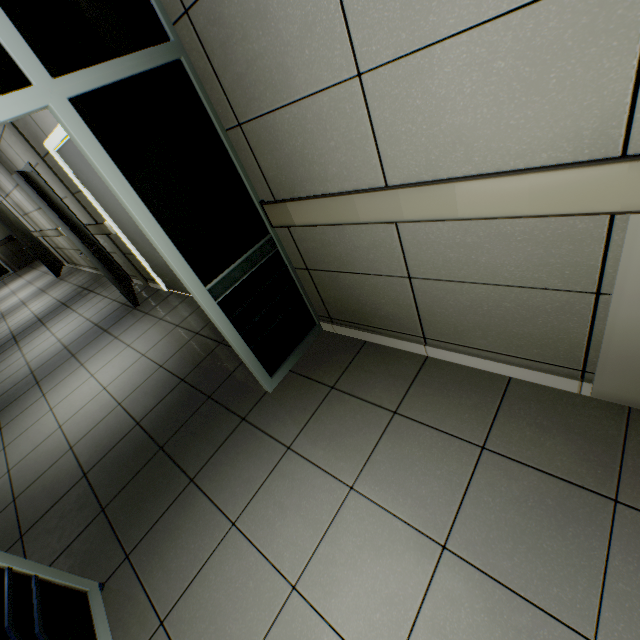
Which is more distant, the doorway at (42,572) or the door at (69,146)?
the door at (69,146)

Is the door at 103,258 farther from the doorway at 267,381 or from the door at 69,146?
the doorway at 267,381

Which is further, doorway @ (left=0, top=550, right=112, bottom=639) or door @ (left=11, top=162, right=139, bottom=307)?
door @ (left=11, top=162, right=139, bottom=307)

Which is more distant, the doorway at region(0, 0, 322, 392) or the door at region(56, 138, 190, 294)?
the door at region(56, 138, 190, 294)

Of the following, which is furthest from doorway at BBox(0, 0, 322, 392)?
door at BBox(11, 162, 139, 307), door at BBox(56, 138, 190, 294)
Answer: door at BBox(11, 162, 139, 307)

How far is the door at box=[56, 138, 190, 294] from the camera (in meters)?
3.47

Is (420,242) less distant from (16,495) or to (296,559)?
(296,559)

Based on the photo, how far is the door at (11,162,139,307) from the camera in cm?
387
